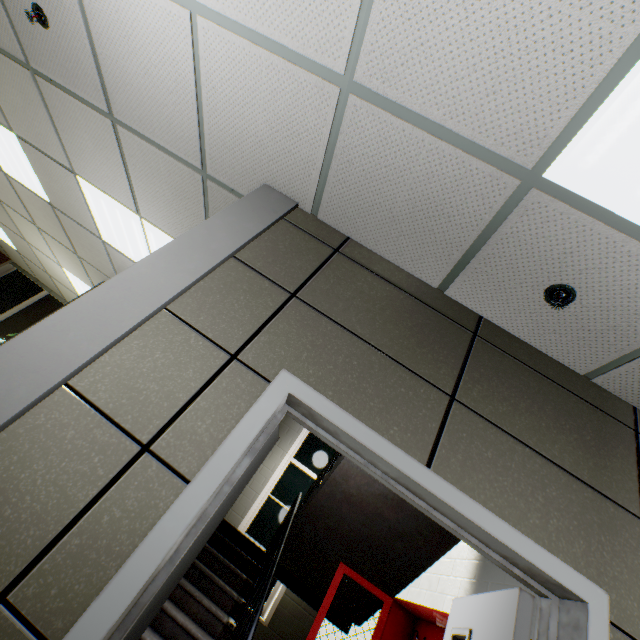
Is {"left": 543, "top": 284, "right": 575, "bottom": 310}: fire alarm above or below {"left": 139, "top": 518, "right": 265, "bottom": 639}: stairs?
→ above

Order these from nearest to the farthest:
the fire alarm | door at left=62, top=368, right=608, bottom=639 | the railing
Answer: door at left=62, top=368, right=608, bottom=639, the fire alarm, the railing

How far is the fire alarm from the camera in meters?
1.7 m

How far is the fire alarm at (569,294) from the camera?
1.66m

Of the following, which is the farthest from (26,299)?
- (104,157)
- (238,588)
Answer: (238,588)

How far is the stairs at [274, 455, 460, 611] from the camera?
3.63m

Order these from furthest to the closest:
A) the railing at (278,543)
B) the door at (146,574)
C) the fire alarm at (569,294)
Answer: the railing at (278,543), the fire alarm at (569,294), the door at (146,574)

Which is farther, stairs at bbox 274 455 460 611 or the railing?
stairs at bbox 274 455 460 611
